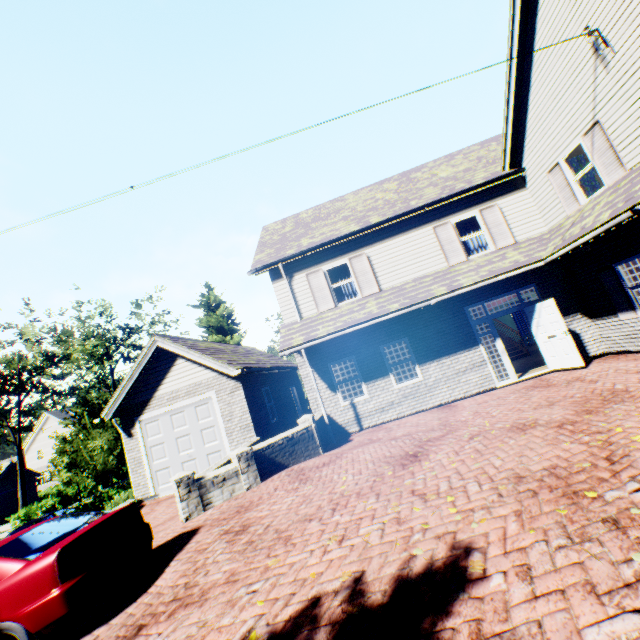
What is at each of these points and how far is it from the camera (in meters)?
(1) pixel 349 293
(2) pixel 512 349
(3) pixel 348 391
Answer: (1) curtain, 12.50
(2) stairs, 16.34
(3) curtain, 11.88

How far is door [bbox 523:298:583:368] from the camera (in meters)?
9.86

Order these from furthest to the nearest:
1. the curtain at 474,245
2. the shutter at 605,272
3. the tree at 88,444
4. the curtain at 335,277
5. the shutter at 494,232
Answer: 1. the tree at 88,444
2. the curtain at 335,277
3. the curtain at 474,245
4. the shutter at 494,232
5. the shutter at 605,272

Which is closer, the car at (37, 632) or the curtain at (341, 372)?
the car at (37, 632)

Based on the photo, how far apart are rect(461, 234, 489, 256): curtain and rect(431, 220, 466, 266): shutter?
0.4m

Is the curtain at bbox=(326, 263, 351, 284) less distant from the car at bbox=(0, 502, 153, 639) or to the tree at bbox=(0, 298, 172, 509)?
the car at bbox=(0, 502, 153, 639)

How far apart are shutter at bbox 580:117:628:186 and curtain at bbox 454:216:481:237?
3.7m

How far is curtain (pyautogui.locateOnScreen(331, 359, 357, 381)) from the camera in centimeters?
1197cm
